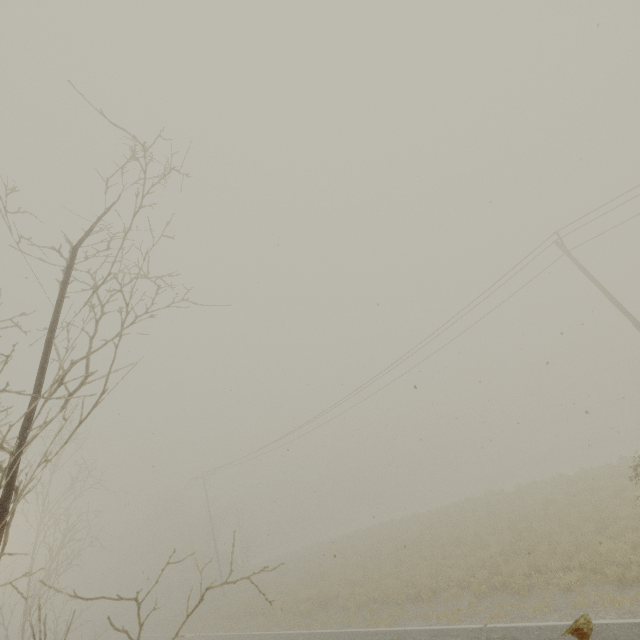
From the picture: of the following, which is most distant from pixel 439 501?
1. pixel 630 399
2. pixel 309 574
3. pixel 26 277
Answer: pixel 630 399
